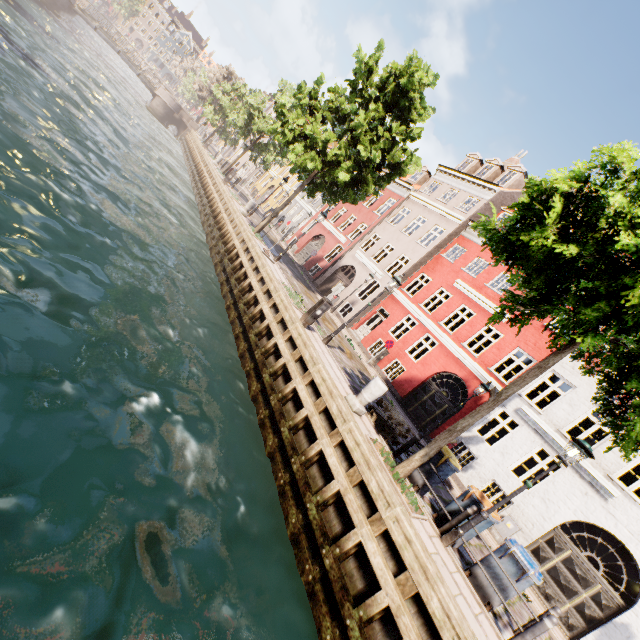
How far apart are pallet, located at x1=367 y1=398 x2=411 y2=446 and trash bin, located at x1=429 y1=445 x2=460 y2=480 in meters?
0.7 m

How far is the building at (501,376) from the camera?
17.1 meters

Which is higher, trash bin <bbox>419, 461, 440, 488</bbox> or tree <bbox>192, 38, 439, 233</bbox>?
tree <bbox>192, 38, 439, 233</bbox>

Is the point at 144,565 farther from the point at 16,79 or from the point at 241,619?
the point at 16,79

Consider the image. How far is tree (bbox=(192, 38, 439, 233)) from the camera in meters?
15.1

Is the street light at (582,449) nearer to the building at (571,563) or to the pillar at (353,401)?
the pillar at (353,401)

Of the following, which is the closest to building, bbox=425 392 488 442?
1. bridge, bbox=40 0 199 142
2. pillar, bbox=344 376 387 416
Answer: pillar, bbox=344 376 387 416

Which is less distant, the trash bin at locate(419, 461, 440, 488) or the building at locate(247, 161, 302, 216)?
the trash bin at locate(419, 461, 440, 488)
